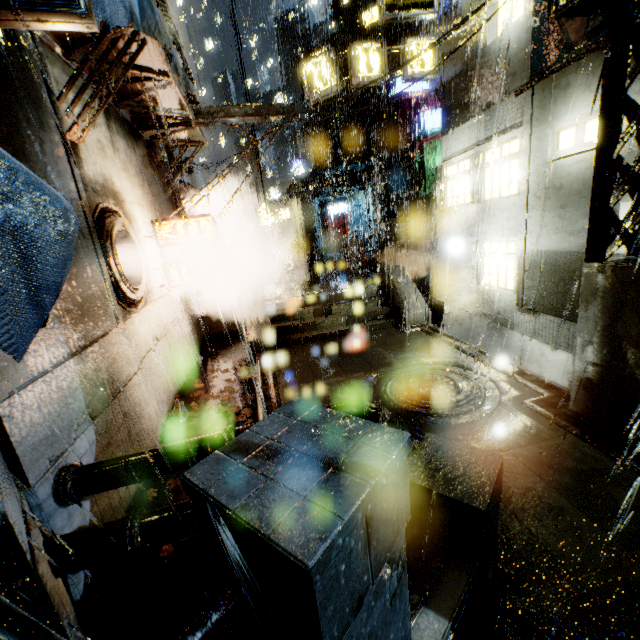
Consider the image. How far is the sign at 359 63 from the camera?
12.23m

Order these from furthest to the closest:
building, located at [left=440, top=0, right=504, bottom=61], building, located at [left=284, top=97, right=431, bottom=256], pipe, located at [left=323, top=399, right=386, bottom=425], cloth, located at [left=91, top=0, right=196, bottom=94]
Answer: building, located at [left=284, top=97, right=431, bottom=256]
building, located at [left=440, top=0, right=504, bottom=61]
pipe, located at [left=323, top=399, right=386, bottom=425]
cloth, located at [left=91, top=0, right=196, bottom=94]

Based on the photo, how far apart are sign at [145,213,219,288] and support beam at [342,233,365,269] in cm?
1041

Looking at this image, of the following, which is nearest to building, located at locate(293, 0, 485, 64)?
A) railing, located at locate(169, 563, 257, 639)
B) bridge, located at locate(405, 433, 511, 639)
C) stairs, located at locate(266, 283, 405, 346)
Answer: bridge, located at locate(405, 433, 511, 639)

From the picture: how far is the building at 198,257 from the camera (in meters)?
15.29

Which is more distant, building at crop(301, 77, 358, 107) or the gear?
building at crop(301, 77, 358, 107)

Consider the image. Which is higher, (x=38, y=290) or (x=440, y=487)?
(x=38, y=290)

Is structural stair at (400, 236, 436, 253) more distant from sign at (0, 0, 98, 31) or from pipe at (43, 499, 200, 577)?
sign at (0, 0, 98, 31)
